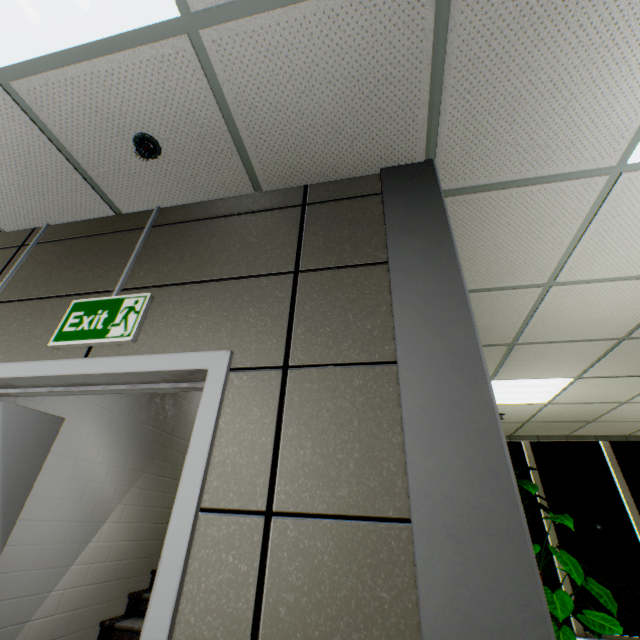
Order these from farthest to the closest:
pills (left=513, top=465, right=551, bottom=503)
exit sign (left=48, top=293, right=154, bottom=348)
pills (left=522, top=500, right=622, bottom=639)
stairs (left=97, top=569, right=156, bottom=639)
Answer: pills (left=513, top=465, right=551, bottom=503) → pills (left=522, top=500, right=622, bottom=639) → stairs (left=97, top=569, right=156, bottom=639) → exit sign (left=48, top=293, right=154, bottom=348)

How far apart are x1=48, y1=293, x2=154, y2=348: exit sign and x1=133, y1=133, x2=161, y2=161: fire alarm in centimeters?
80cm

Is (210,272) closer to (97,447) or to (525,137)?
(525,137)

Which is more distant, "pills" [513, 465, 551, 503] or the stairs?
"pills" [513, 465, 551, 503]

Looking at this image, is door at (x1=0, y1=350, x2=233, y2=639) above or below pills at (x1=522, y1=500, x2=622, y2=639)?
above

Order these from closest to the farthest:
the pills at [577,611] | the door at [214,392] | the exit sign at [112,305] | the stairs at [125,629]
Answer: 1. the door at [214,392]
2. the exit sign at [112,305]
3. the stairs at [125,629]
4. the pills at [577,611]

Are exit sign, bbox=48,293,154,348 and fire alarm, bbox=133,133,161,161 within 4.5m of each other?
yes

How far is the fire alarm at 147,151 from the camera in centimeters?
170cm
